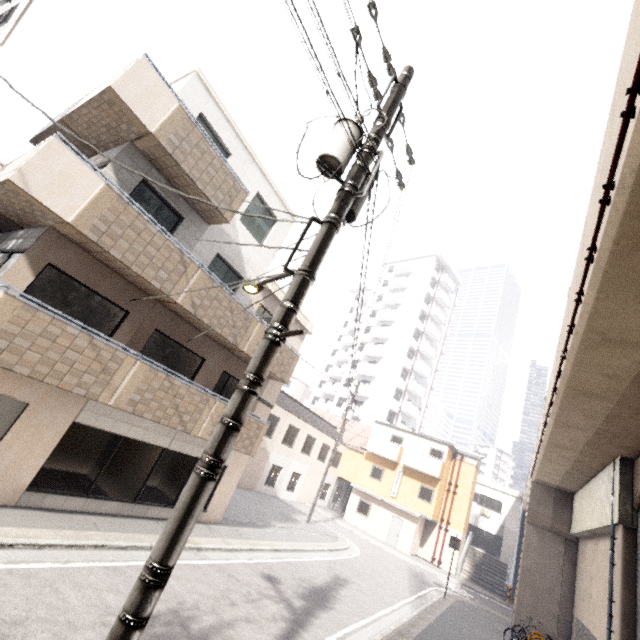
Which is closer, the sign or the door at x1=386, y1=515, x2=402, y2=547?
the sign

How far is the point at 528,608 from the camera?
15.48m

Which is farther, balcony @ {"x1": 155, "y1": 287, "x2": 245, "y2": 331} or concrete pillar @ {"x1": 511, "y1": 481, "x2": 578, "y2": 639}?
concrete pillar @ {"x1": 511, "y1": 481, "x2": 578, "y2": 639}

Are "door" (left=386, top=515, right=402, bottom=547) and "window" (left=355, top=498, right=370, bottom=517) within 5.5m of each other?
yes

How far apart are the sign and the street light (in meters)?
19.29

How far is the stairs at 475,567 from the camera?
25.1m

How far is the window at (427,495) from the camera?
26.2m

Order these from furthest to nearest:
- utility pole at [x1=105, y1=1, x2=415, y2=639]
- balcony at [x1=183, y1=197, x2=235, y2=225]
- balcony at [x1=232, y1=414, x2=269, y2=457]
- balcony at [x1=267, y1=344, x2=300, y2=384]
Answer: balcony at [x1=267, y1=344, x2=300, y2=384] → balcony at [x1=232, y1=414, x2=269, y2=457] → balcony at [x1=183, y1=197, x2=235, y2=225] → utility pole at [x1=105, y1=1, x2=415, y2=639]
